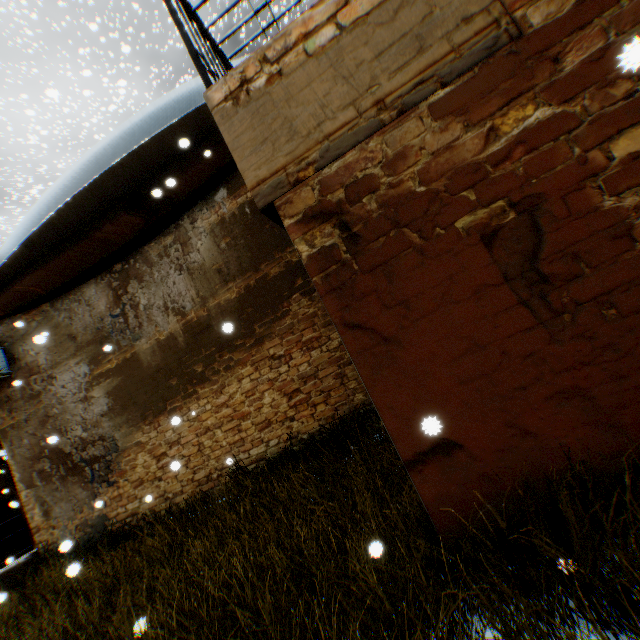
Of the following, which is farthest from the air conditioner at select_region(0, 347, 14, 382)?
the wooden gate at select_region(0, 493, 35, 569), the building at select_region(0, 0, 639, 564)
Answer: the wooden gate at select_region(0, 493, 35, 569)

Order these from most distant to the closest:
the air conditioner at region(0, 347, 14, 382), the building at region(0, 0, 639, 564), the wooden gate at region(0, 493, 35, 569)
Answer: the wooden gate at region(0, 493, 35, 569)
the air conditioner at region(0, 347, 14, 382)
the building at region(0, 0, 639, 564)

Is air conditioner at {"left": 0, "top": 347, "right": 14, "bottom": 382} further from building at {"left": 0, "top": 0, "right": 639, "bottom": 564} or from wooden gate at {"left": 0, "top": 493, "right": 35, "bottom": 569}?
wooden gate at {"left": 0, "top": 493, "right": 35, "bottom": 569}

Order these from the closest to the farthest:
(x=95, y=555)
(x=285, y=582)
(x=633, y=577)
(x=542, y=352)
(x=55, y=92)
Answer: (x=633, y=577), (x=542, y=352), (x=285, y=582), (x=55, y=92), (x=95, y=555)

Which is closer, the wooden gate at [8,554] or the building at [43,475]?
the building at [43,475]

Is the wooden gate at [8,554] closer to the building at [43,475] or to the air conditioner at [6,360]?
the building at [43,475]

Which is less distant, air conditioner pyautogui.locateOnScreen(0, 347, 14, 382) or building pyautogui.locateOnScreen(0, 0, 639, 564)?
building pyautogui.locateOnScreen(0, 0, 639, 564)
